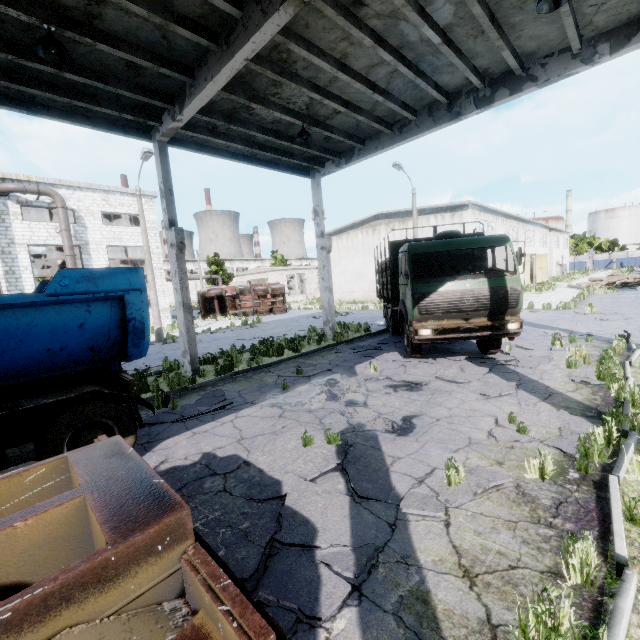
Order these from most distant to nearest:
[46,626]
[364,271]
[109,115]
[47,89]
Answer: [364,271] < [109,115] < [47,89] < [46,626]

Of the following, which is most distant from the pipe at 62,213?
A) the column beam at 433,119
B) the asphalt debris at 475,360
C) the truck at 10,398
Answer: the truck at 10,398

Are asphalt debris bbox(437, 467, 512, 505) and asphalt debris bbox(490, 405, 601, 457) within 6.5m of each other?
yes

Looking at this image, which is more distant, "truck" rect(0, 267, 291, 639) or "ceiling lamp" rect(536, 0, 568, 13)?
"ceiling lamp" rect(536, 0, 568, 13)

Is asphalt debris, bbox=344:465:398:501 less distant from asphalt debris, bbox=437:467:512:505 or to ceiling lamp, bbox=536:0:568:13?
asphalt debris, bbox=437:467:512:505

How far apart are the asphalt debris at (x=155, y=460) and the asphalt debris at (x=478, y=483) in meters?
3.9

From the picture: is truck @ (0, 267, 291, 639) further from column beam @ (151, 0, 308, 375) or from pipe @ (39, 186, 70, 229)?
pipe @ (39, 186, 70, 229)

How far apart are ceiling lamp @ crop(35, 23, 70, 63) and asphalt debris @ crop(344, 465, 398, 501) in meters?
8.2 m
